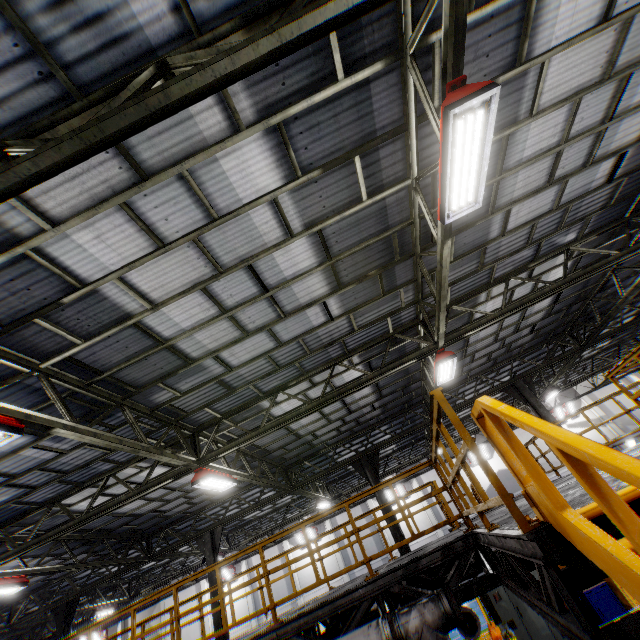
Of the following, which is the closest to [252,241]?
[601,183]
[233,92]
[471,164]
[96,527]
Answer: [233,92]

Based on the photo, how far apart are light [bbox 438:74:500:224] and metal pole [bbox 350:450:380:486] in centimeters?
1271cm

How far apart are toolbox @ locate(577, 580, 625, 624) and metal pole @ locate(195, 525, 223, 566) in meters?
12.6

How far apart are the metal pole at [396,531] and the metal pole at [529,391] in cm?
639

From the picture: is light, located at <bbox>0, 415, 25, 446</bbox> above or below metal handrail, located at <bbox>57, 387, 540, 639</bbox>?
above

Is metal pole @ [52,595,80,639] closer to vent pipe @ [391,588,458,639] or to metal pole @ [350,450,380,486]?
vent pipe @ [391,588,458,639]

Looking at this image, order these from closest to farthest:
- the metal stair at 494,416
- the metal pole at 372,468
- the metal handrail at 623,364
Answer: the metal stair at 494,416 → the metal handrail at 623,364 → the metal pole at 372,468

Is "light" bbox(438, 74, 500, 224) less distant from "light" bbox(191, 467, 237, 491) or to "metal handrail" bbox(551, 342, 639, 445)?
"metal handrail" bbox(551, 342, 639, 445)
